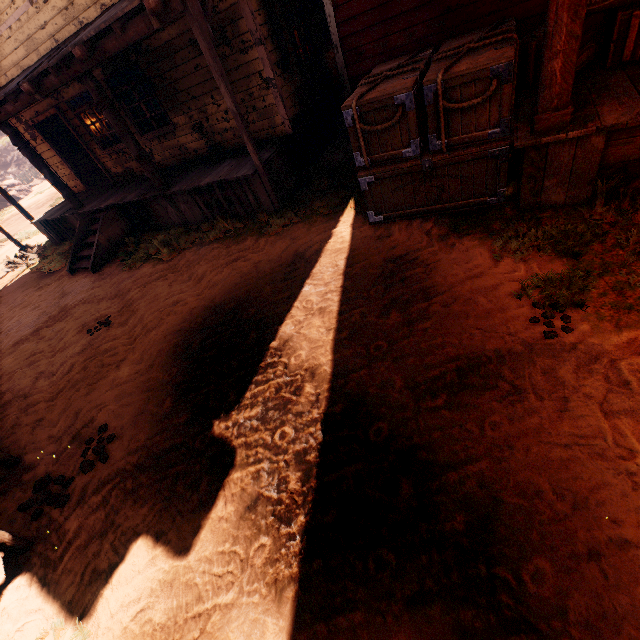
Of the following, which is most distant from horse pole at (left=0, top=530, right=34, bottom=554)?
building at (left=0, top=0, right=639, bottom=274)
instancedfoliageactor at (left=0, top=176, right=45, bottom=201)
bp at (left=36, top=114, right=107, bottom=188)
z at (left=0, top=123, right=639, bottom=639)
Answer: instancedfoliageactor at (left=0, top=176, right=45, bottom=201)

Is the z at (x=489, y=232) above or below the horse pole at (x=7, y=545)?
below

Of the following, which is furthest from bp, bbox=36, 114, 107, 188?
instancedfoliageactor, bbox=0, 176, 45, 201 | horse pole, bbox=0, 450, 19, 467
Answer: instancedfoliageactor, bbox=0, 176, 45, 201

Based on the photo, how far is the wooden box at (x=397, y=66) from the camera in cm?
387

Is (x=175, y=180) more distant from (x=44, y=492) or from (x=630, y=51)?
(x=630, y=51)

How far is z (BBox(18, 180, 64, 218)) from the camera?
18.38m

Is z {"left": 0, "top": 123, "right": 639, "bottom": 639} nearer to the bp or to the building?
the building

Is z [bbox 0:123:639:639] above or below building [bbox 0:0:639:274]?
below
